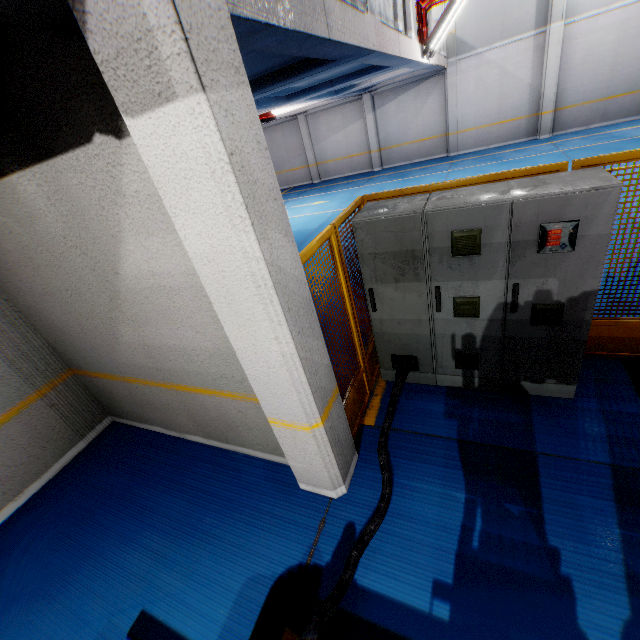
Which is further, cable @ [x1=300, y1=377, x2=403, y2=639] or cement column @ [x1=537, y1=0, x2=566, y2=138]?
cement column @ [x1=537, y1=0, x2=566, y2=138]

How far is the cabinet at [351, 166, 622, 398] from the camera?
2.6 meters

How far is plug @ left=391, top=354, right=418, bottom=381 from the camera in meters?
3.7 m

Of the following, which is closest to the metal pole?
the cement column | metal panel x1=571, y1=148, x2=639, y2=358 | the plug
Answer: metal panel x1=571, y1=148, x2=639, y2=358

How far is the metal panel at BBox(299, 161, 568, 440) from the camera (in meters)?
2.92

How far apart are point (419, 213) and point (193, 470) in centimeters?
379cm

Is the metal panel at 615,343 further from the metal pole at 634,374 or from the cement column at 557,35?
the cement column at 557,35

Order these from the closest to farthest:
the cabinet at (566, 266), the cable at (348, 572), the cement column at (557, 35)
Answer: the cable at (348, 572), the cabinet at (566, 266), the cement column at (557, 35)
